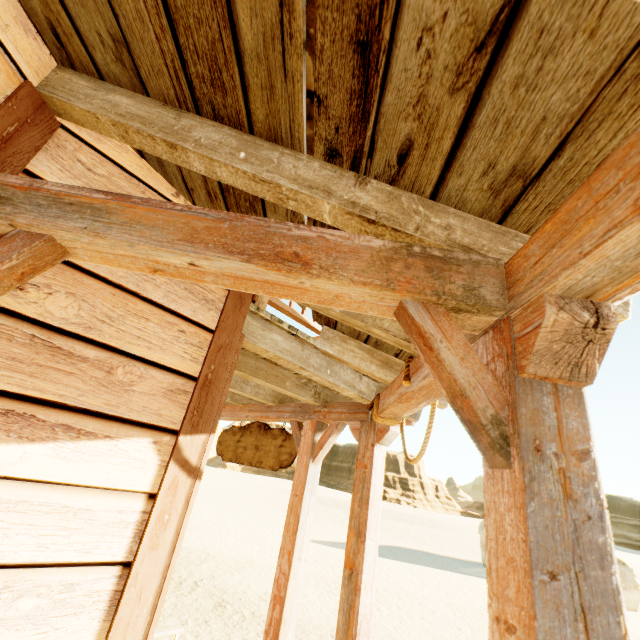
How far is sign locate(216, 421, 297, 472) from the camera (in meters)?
3.71

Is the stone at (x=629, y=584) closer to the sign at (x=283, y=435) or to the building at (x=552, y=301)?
the building at (x=552, y=301)

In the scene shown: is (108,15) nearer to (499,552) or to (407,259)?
(407,259)

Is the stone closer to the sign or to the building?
the building

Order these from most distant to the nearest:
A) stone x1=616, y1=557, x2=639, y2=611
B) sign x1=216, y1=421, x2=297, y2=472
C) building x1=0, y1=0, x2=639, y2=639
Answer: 1. stone x1=616, y1=557, x2=639, y2=611
2. sign x1=216, y1=421, x2=297, y2=472
3. building x1=0, y1=0, x2=639, y2=639
